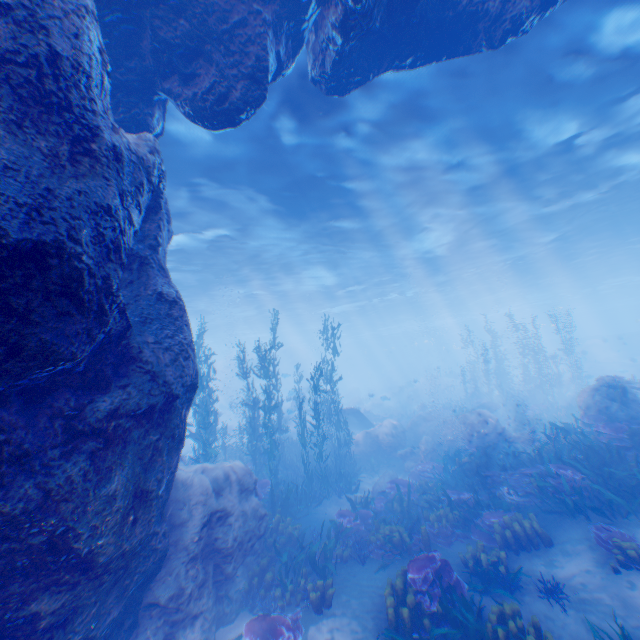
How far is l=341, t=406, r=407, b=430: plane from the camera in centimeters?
2094cm

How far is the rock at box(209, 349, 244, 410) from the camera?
36.7 meters

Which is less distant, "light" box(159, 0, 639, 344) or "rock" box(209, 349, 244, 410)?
"light" box(159, 0, 639, 344)

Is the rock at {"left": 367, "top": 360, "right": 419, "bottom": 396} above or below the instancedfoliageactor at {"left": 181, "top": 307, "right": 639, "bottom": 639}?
above

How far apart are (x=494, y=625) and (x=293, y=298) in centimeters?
2816cm

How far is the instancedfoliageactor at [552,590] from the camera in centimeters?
621cm

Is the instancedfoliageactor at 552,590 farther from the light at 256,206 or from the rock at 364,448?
the light at 256,206
